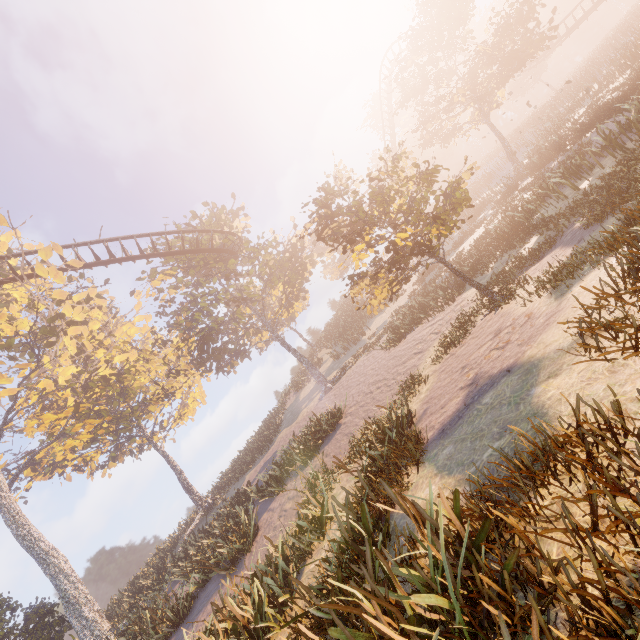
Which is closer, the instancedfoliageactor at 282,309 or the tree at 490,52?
the instancedfoliageactor at 282,309

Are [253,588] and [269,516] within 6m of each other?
yes

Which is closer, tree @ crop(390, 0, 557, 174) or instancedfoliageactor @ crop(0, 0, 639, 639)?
instancedfoliageactor @ crop(0, 0, 639, 639)
